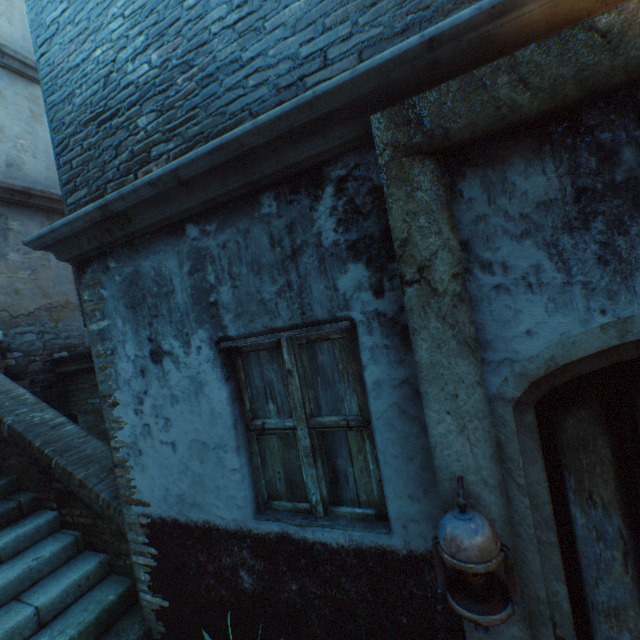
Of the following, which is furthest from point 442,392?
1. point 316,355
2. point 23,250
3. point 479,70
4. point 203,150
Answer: point 23,250

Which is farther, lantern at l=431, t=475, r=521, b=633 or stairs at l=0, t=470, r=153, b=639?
stairs at l=0, t=470, r=153, b=639

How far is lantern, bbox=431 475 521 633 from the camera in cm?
125

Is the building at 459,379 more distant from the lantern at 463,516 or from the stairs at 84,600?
the lantern at 463,516

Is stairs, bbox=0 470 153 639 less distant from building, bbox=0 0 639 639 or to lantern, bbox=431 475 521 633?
building, bbox=0 0 639 639

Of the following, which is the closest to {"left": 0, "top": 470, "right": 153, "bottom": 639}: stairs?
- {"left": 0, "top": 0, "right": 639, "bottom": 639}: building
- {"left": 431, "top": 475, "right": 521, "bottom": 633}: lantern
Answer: {"left": 0, "top": 0, "right": 639, "bottom": 639}: building

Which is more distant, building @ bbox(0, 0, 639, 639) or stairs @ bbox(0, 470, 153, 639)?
stairs @ bbox(0, 470, 153, 639)

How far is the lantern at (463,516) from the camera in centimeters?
125cm
